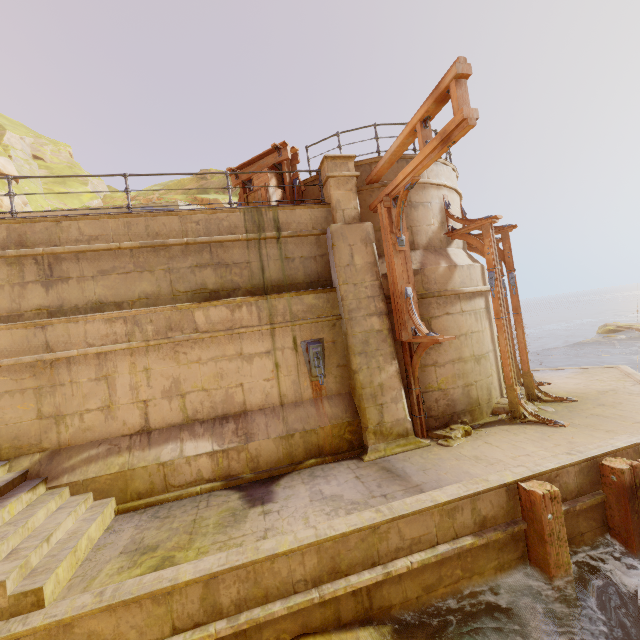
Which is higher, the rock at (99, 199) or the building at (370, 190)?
the rock at (99, 199)

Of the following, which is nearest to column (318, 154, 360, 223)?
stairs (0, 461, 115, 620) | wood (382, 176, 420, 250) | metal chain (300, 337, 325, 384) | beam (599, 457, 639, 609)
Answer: wood (382, 176, 420, 250)

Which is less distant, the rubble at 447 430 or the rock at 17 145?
the rubble at 447 430

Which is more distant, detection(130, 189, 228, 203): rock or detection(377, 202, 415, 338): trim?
detection(130, 189, 228, 203): rock

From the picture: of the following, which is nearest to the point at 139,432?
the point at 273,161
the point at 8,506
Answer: the point at 8,506

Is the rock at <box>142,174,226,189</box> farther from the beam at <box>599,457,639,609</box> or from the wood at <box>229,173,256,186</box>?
the beam at <box>599,457,639,609</box>

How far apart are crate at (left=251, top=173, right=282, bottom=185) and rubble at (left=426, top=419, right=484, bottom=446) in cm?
652

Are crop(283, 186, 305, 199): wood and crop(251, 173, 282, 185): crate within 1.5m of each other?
yes
